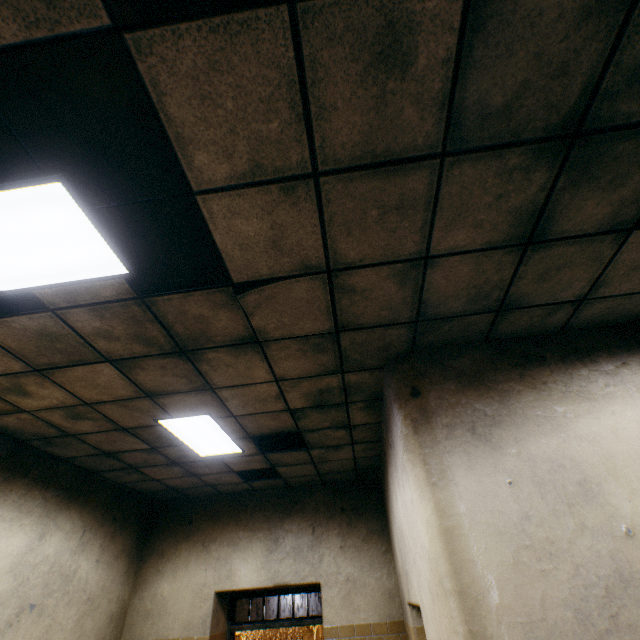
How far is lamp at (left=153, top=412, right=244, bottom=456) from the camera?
3.74m

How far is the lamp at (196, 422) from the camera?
3.74m

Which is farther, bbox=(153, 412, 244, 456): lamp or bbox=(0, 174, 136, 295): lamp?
bbox=(153, 412, 244, 456): lamp

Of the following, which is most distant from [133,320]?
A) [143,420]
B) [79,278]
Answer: [143,420]

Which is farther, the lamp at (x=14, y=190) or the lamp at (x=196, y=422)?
the lamp at (x=196, y=422)
